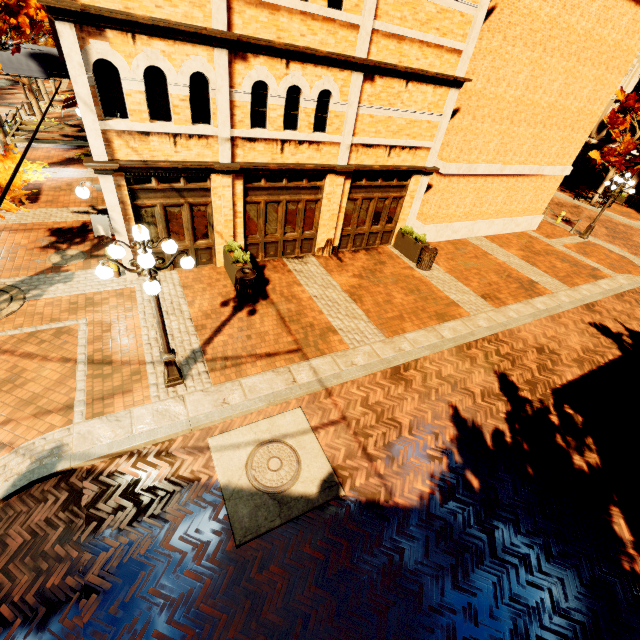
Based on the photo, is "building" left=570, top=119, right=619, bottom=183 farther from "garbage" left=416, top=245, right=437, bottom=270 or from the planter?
"garbage" left=416, top=245, right=437, bottom=270

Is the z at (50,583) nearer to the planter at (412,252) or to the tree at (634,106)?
the planter at (412,252)

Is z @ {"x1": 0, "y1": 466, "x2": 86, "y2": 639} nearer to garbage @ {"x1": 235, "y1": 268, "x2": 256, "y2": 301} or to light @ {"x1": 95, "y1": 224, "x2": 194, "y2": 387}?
light @ {"x1": 95, "y1": 224, "x2": 194, "y2": 387}

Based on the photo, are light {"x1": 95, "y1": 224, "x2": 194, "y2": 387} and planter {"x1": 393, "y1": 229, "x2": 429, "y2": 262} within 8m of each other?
no

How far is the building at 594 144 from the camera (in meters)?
28.56

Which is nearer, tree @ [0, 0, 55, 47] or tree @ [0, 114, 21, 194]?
tree @ [0, 114, 21, 194]

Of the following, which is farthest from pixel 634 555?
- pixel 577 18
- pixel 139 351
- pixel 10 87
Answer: pixel 10 87

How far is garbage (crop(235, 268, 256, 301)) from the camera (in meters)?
9.30
